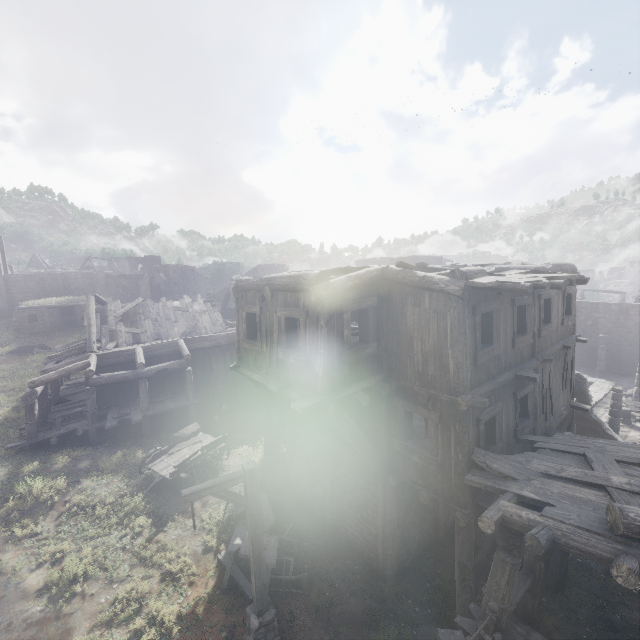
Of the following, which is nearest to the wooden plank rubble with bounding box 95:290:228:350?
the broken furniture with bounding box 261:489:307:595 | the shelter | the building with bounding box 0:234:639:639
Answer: the building with bounding box 0:234:639:639

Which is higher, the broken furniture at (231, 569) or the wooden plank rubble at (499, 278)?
the wooden plank rubble at (499, 278)

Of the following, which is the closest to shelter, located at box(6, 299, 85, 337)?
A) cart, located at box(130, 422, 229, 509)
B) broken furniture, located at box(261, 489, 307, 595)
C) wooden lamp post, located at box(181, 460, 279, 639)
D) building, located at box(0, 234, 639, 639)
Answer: building, located at box(0, 234, 639, 639)

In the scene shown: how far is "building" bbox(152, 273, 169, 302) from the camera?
55.2 meters

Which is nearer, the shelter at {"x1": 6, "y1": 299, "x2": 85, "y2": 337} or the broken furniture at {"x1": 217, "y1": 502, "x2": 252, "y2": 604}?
the broken furniture at {"x1": 217, "y1": 502, "x2": 252, "y2": 604}

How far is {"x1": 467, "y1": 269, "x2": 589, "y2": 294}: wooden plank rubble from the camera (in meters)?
6.71

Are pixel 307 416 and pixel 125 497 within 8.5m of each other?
yes

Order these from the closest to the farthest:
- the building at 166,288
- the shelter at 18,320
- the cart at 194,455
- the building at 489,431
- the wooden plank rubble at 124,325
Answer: the building at 489,431 < the cart at 194,455 < the wooden plank rubble at 124,325 < the shelter at 18,320 < the building at 166,288
